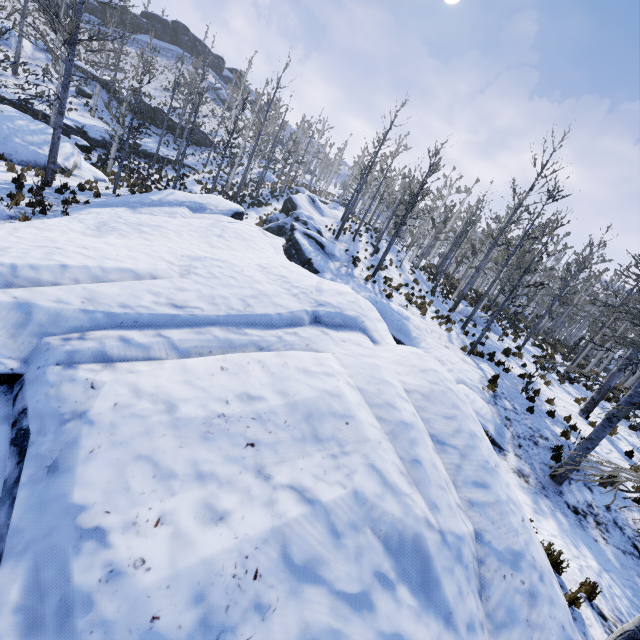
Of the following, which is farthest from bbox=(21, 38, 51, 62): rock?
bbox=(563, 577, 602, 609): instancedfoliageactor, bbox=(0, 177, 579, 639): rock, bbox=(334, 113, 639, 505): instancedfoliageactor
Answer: bbox=(334, 113, 639, 505): instancedfoliageactor

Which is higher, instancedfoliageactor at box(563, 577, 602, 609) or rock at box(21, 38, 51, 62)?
rock at box(21, 38, 51, 62)

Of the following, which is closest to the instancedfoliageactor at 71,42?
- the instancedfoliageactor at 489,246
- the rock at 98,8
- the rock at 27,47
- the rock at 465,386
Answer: the rock at 27,47

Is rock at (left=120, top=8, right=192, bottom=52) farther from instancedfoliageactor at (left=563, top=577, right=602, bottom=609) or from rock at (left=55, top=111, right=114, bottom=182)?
rock at (left=55, top=111, right=114, bottom=182)

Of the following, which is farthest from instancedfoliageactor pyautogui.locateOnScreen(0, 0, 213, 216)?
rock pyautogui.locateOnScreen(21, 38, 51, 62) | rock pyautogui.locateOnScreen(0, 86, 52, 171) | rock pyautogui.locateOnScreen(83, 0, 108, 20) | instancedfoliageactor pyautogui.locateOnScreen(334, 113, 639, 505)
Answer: rock pyautogui.locateOnScreen(83, 0, 108, 20)

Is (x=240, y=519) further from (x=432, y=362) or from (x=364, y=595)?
(x=432, y=362)

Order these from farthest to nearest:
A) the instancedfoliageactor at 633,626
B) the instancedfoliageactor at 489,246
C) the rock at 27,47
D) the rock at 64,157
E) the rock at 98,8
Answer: the rock at 98,8 → the rock at 27,47 → the rock at 64,157 → the instancedfoliageactor at 489,246 → the instancedfoliageactor at 633,626

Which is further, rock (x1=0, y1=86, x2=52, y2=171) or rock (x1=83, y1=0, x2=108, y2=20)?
rock (x1=83, y1=0, x2=108, y2=20)
